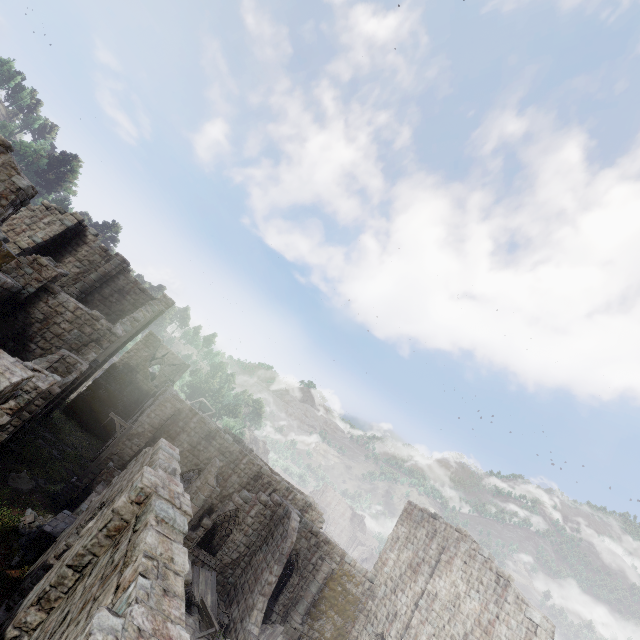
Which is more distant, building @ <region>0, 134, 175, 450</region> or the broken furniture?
the broken furniture

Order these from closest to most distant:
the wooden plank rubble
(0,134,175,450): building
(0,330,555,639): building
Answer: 1. (0,330,555,639): building
2. (0,134,175,450): building
3. the wooden plank rubble

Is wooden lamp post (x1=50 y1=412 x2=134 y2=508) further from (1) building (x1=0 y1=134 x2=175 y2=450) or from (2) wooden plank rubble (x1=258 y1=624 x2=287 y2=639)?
(2) wooden plank rubble (x1=258 y1=624 x2=287 y2=639)

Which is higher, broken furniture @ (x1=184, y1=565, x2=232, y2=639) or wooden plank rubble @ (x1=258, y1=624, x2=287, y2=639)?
wooden plank rubble @ (x1=258, y1=624, x2=287, y2=639)

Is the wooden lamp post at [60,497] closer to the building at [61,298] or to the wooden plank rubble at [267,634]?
the building at [61,298]

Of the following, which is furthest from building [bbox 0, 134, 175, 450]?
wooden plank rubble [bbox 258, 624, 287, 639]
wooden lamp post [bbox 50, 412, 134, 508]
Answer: wooden lamp post [bbox 50, 412, 134, 508]

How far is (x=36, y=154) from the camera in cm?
4675

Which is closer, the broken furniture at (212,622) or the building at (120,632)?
the building at (120,632)
